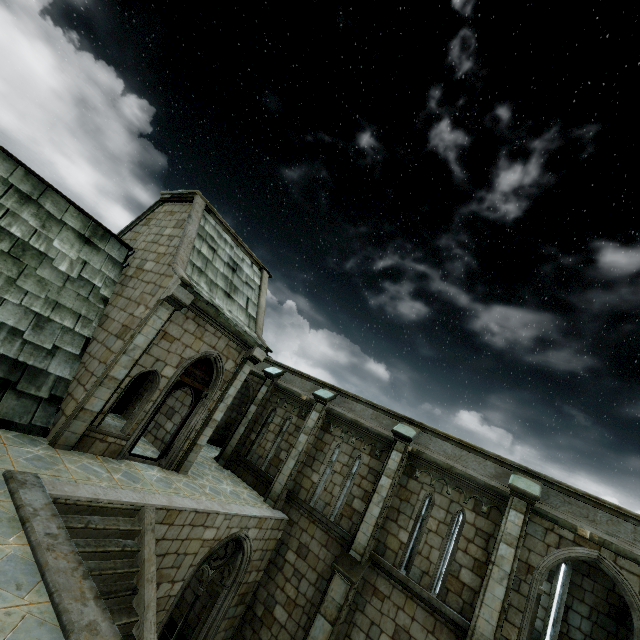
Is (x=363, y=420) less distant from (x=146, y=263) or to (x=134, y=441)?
(x=134, y=441)
